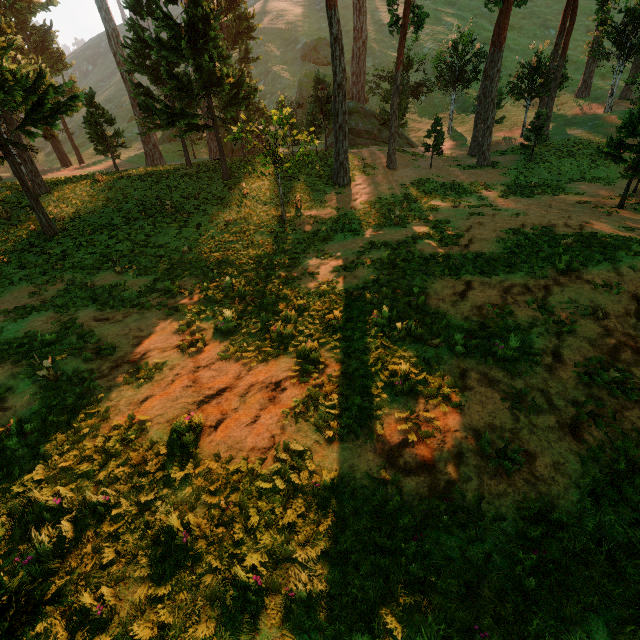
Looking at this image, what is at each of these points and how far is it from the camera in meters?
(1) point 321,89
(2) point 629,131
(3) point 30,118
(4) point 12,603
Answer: (1) treerock, 42.3 m
(2) treerock, 15.2 m
(3) treerock, 15.6 m
(4) treerock, 2.6 m

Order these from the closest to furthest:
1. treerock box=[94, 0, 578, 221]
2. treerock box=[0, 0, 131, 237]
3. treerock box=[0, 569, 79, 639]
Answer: treerock box=[0, 569, 79, 639], treerock box=[0, 0, 131, 237], treerock box=[94, 0, 578, 221]

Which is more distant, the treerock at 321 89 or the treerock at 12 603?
the treerock at 321 89

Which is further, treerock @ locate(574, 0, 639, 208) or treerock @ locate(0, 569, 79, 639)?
treerock @ locate(574, 0, 639, 208)
